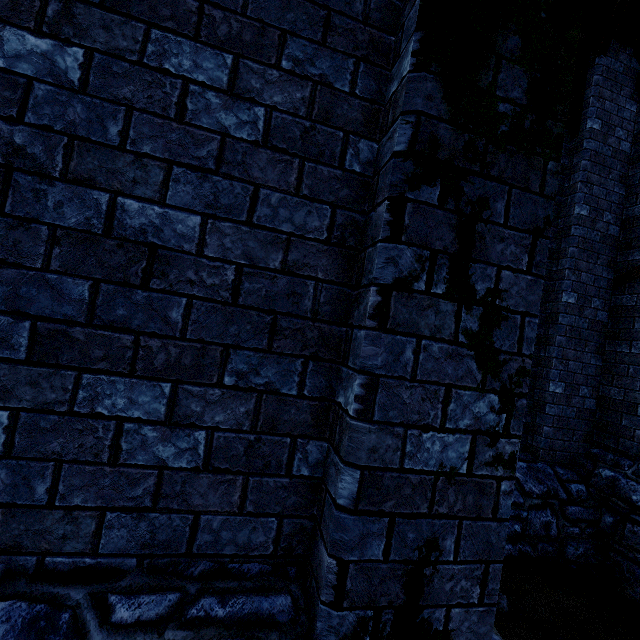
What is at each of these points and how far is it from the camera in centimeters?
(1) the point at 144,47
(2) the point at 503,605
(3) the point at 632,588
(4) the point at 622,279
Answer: (1) building, 137cm
(2) instancedfoliageactor, 352cm
(3) instancedfoliageactor, 405cm
(4) wooden beam, 539cm

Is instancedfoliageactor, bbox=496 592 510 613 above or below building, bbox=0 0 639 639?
below

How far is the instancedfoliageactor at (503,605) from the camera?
3.5 meters

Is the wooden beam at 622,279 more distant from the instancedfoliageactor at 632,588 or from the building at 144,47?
the instancedfoliageactor at 632,588

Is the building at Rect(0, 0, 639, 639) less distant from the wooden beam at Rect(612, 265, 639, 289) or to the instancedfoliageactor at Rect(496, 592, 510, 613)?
the wooden beam at Rect(612, 265, 639, 289)

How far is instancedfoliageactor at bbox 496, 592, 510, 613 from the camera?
3.49m

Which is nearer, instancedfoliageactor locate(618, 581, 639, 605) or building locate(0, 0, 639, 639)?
building locate(0, 0, 639, 639)
